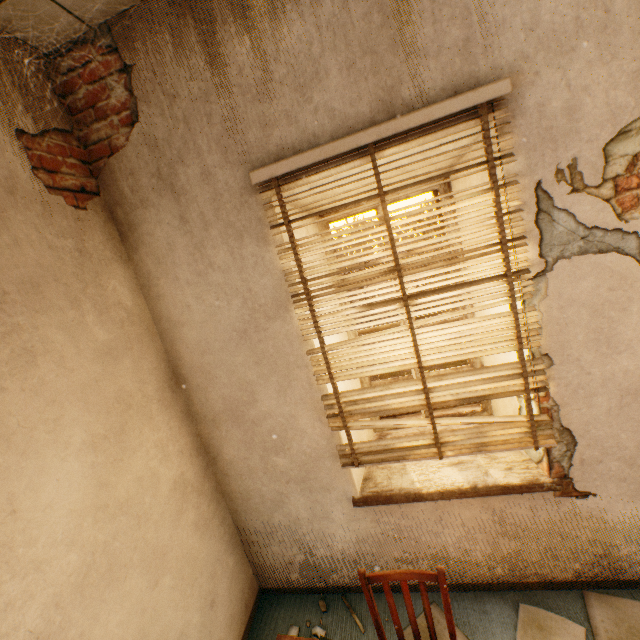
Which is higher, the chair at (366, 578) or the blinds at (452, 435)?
the blinds at (452, 435)

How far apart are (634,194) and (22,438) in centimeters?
291cm

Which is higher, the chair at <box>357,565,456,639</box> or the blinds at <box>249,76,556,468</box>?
the blinds at <box>249,76,556,468</box>

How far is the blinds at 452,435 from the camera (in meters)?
1.58

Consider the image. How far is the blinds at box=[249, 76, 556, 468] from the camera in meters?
1.6
